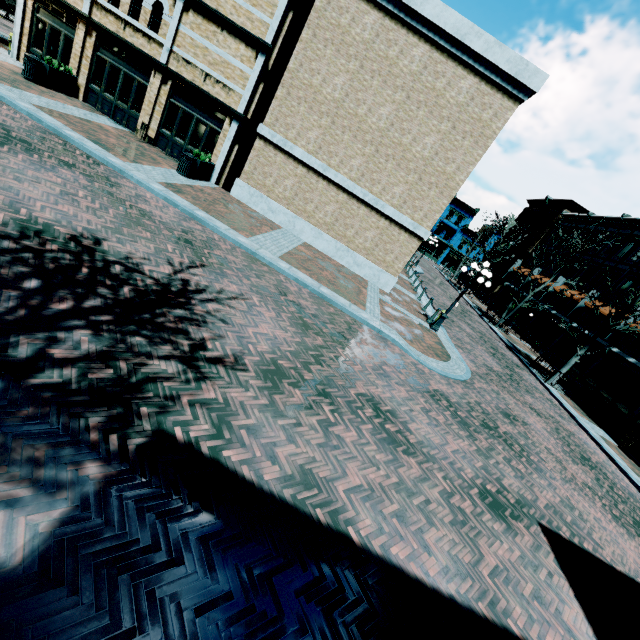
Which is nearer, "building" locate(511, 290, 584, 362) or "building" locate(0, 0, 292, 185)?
"building" locate(0, 0, 292, 185)

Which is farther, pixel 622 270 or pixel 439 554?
pixel 622 270

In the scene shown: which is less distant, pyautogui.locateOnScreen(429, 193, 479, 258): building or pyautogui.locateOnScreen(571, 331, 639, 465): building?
pyautogui.locateOnScreen(571, 331, 639, 465): building

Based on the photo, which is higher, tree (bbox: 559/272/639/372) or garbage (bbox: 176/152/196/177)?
tree (bbox: 559/272/639/372)

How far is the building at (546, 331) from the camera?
27.6m

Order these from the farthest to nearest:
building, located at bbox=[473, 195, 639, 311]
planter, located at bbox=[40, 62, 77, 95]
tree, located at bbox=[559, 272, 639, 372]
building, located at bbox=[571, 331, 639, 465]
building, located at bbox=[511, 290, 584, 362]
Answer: building, located at bbox=[511, 290, 584, 362]
building, located at bbox=[473, 195, 639, 311]
tree, located at bbox=[559, 272, 639, 372]
building, located at bbox=[571, 331, 639, 465]
planter, located at bbox=[40, 62, 77, 95]

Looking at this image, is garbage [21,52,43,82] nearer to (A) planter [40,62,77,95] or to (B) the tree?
(A) planter [40,62,77,95]

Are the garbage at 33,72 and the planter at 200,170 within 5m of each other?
no
